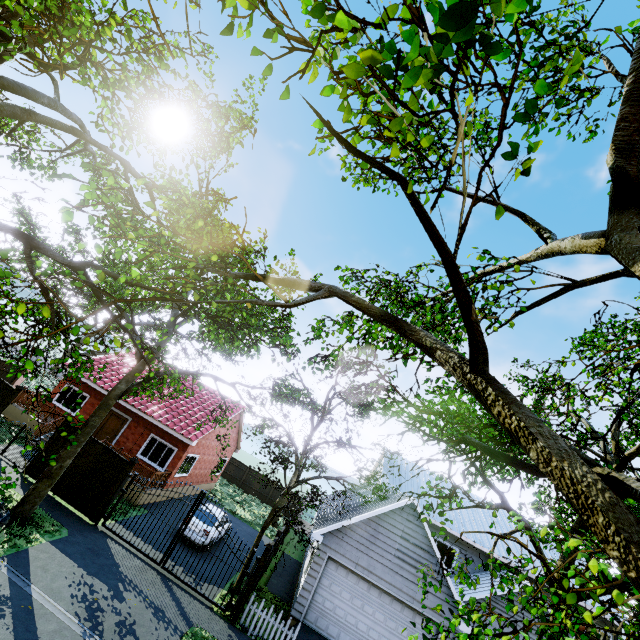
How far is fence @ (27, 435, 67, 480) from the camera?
13.58m

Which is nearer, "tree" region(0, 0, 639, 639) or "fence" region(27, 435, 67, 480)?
"tree" region(0, 0, 639, 639)

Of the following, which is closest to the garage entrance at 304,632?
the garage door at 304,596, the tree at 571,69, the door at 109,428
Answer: the garage door at 304,596

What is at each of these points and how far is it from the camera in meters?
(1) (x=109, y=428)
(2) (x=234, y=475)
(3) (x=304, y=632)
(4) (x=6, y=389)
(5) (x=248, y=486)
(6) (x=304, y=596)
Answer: (1) door, 19.8 m
(2) fence, 34.2 m
(3) garage entrance, 12.3 m
(4) fence, 15.1 m
(5) fence, 33.8 m
(6) garage door, 13.2 m

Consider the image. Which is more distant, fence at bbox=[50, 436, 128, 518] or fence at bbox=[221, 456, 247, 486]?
fence at bbox=[221, 456, 247, 486]

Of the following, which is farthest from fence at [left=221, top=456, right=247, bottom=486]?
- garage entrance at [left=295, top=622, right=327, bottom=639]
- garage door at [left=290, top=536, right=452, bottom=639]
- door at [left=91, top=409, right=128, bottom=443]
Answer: door at [left=91, top=409, right=128, bottom=443]

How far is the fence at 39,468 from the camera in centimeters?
1358cm
